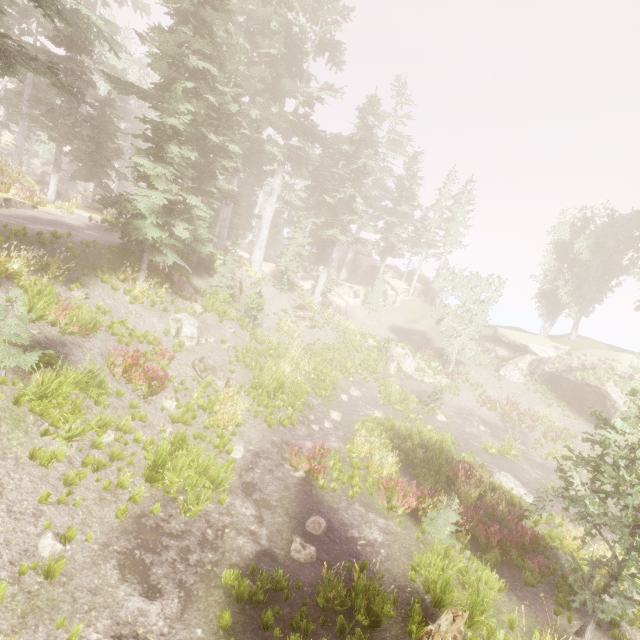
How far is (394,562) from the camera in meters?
8.7 m

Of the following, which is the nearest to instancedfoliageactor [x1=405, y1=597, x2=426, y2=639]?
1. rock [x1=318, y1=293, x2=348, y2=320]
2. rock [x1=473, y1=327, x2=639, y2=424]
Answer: rock [x1=473, y1=327, x2=639, y2=424]

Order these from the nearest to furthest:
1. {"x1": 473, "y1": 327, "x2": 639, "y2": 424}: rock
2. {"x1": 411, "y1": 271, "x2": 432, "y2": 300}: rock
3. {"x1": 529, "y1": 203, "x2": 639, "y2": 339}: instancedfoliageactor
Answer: {"x1": 473, "y1": 327, "x2": 639, "y2": 424}: rock
{"x1": 529, "y1": 203, "x2": 639, "y2": 339}: instancedfoliageactor
{"x1": 411, "y1": 271, "x2": 432, "y2": 300}: rock

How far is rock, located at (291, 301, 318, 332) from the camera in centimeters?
2853cm

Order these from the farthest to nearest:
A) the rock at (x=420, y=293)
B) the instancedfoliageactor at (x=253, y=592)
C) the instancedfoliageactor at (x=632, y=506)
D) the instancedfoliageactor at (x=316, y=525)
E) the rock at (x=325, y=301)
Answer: the rock at (x=420, y=293) → the rock at (x=325, y=301) → the instancedfoliageactor at (x=316, y=525) → the instancedfoliageactor at (x=632, y=506) → the instancedfoliageactor at (x=253, y=592)

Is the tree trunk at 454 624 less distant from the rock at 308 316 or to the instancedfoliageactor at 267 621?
the instancedfoliageactor at 267 621

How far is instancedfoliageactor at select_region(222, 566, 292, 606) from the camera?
6.56m

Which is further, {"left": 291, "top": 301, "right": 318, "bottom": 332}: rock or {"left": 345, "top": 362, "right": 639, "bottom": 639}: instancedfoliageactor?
{"left": 291, "top": 301, "right": 318, "bottom": 332}: rock
